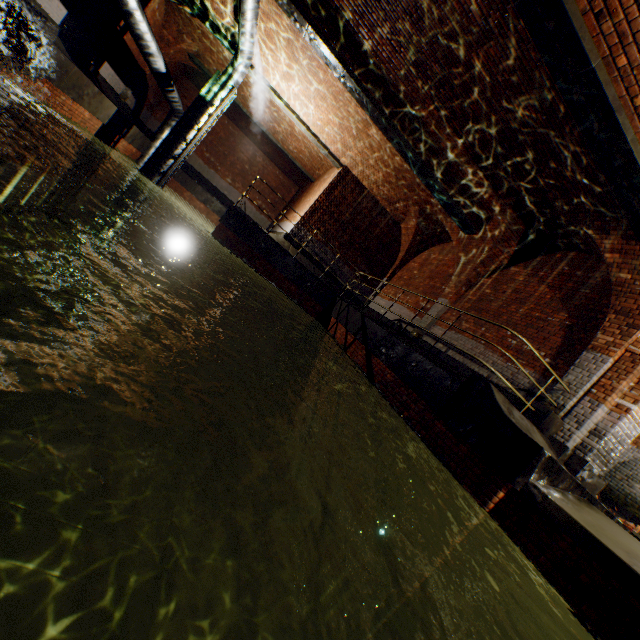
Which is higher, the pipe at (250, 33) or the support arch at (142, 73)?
the pipe at (250, 33)

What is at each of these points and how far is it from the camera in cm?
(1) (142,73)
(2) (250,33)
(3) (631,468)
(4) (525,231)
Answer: (1) support arch, 1491
(2) pipe, 955
(3) building tunnel, 898
(4) support arch, 895

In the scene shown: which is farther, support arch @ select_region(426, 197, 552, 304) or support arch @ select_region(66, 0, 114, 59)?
→ support arch @ select_region(66, 0, 114, 59)

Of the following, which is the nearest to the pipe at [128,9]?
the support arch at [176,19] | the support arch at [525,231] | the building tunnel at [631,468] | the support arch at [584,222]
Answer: the support arch at [584,222]

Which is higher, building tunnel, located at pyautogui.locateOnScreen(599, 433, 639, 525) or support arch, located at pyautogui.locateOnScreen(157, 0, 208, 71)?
support arch, located at pyautogui.locateOnScreen(157, 0, 208, 71)

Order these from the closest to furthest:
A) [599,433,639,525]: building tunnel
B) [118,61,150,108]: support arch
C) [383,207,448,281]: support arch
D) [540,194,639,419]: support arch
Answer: [540,194,639,419]: support arch
[599,433,639,525]: building tunnel
[383,207,448,281]: support arch
[118,61,150,108]: support arch

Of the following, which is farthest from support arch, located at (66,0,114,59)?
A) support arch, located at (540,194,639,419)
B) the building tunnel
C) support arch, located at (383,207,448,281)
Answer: the building tunnel

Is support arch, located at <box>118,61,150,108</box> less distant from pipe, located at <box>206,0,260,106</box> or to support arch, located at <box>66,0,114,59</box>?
support arch, located at <box>66,0,114,59</box>
